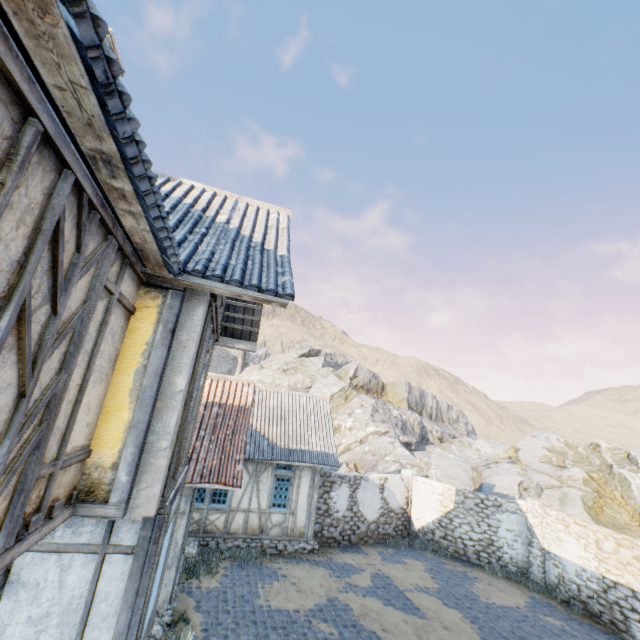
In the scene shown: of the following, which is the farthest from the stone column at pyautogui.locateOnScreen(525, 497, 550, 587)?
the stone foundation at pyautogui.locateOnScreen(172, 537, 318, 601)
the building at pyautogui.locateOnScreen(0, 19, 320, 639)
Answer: the building at pyautogui.locateOnScreen(0, 19, 320, 639)

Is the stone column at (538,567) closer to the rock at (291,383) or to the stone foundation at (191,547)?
the rock at (291,383)

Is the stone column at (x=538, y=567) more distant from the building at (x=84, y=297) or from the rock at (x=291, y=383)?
the building at (x=84, y=297)

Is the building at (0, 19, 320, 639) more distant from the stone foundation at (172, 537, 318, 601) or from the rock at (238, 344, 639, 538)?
the rock at (238, 344, 639, 538)

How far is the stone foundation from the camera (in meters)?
10.36

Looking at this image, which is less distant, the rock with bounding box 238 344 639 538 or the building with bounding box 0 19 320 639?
the building with bounding box 0 19 320 639

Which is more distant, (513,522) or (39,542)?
(513,522)

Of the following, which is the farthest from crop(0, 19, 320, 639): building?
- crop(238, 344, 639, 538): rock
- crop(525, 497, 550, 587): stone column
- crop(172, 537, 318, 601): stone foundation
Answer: crop(525, 497, 550, 587): stone column
